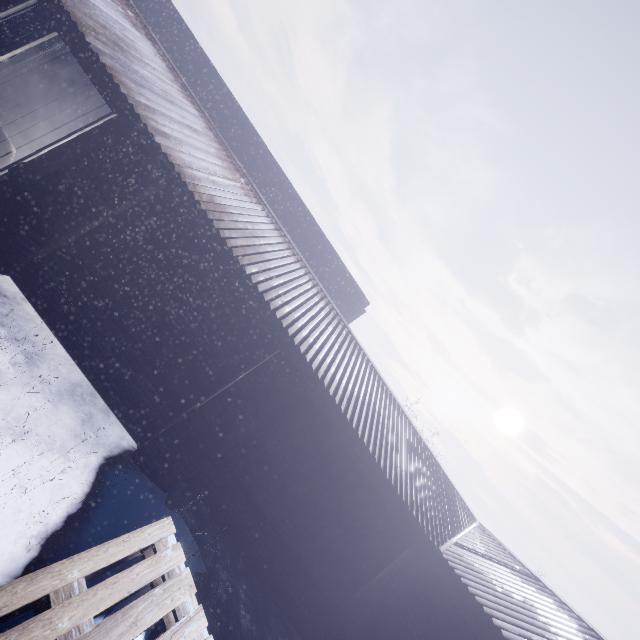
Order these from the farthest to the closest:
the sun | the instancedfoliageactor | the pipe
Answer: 1. the sun
2. the pipe
3. the instancedfoliageactor

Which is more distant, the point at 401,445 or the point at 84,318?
the point at 401,445

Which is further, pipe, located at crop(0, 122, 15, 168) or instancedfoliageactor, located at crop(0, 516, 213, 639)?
pipe, located at crop(0, 122, 15, 168)

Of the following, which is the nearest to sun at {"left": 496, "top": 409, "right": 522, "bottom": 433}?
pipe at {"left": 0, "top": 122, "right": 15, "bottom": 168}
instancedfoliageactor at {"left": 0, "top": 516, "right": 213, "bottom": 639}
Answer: instancedfoliageactor at {"left": 0, "top": 516, "right": 213, "bottom": 639}

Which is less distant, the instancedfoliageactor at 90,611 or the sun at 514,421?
the instancedfoliageactor at 90,611

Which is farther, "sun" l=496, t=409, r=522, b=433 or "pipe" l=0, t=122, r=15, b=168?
"sun" l=496, t=409, r=522, b=433

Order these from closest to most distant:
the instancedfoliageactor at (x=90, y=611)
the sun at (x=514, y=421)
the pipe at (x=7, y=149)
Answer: the instancedfoliageactor at (x=90, y=611) → the pipe at (x=7, y=149) → the sun at (x=514, y=421)
